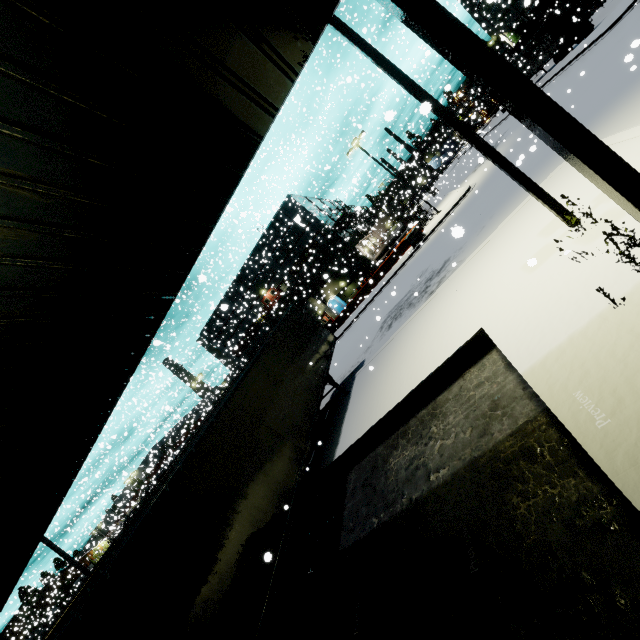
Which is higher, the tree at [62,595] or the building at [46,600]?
the building at [46,600]

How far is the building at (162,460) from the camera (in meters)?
32.04

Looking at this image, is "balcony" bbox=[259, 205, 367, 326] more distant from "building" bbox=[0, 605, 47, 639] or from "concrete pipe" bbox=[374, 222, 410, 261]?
"concrete pipe" bbox=[374, 222, 410, 261]

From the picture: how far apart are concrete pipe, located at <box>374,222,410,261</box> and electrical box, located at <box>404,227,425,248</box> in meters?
13.7 m

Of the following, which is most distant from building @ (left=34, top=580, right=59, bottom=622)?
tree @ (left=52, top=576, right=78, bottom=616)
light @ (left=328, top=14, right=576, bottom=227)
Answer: light @ (left=328, top=14, right=576, bottom=227)

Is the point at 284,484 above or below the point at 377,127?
below

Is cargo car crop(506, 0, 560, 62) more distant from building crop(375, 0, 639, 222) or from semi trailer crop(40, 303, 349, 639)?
building crop(375, 0, 639, 222)

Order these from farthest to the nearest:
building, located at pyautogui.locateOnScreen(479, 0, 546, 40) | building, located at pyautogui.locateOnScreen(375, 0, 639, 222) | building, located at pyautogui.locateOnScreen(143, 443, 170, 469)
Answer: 1. building, located at pyautogui.locateOnScreen(479, 0, 546, 40)
2. building, located at pyautogui.locateOnScreen(143, 443, 170, 469)
3. building, located at pyautogui.locateOnScreen(375, 0, 639, 222)
